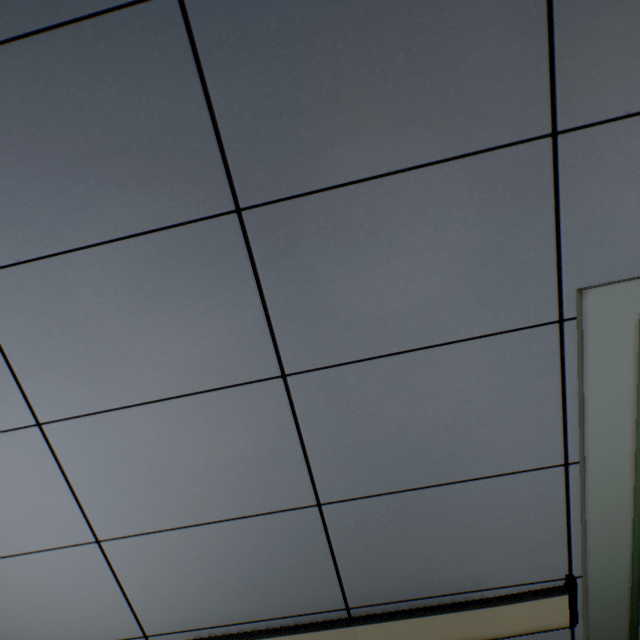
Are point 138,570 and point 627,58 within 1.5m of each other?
no
